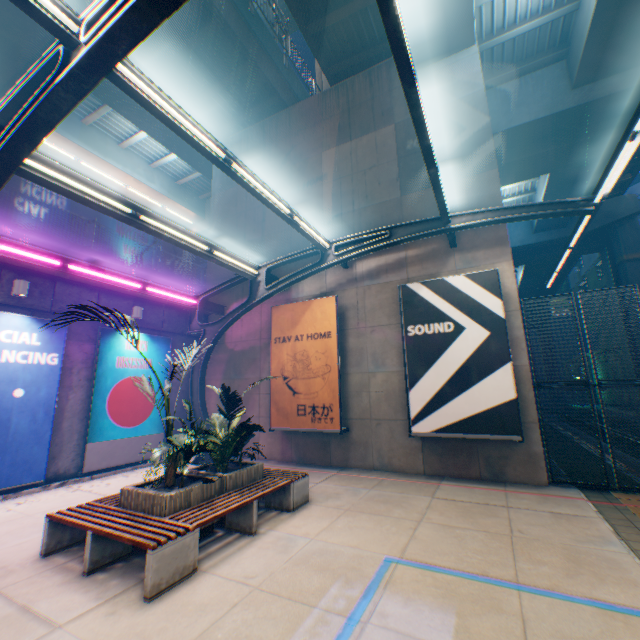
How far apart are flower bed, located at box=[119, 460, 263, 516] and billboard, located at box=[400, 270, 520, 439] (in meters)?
5.19

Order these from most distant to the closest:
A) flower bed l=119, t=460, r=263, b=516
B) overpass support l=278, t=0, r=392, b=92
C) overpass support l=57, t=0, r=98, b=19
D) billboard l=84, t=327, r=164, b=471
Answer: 1. overpass support l=278, t=0, r=392, b=92
2. billboard l=84, t=327, r=164, b=471
3. overpass support l=57, t=0, r=98, b=19
4. flower bed l=119, t=460, r=263, b=516

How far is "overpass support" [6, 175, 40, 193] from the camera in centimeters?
4425cm

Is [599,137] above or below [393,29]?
above

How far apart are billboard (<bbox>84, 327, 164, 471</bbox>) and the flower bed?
5.1 meters

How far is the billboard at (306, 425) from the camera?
10.2m

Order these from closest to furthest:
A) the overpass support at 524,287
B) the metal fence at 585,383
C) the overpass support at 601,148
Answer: the metal fence at 585,383 → the overpass support at 601,148 → the overpass support at 524,287
